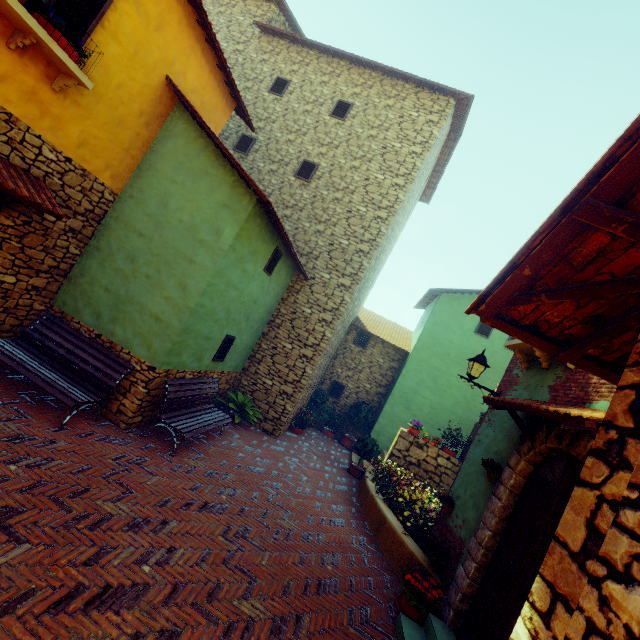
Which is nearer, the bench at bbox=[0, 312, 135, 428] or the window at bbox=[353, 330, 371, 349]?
the bench at bbox=[0, 312, 135, 428]

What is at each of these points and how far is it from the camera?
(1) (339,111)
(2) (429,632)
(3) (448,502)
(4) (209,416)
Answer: (1) window, 11.0m
(2) stair, 4.3m
(3) flower pot, 6.0m
(4) bench, 7.2m

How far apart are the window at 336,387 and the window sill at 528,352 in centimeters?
862cm

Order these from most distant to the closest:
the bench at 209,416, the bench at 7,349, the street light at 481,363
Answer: the street light at 481,363, the bench at 209,416, the bench at 7,349

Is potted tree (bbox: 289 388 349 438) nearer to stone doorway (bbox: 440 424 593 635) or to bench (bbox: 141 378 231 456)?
bench (bbox: 141 378 231 456)

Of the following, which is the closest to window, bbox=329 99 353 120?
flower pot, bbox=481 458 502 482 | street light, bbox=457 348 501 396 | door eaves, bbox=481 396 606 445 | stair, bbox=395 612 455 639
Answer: street light, bbox=457 348 501 396

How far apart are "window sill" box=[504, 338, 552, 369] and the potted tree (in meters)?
8.02

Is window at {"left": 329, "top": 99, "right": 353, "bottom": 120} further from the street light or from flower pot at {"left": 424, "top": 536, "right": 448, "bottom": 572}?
flower pot at {"left": 424, "top": 536, "right": 448, "bottom": 572}
